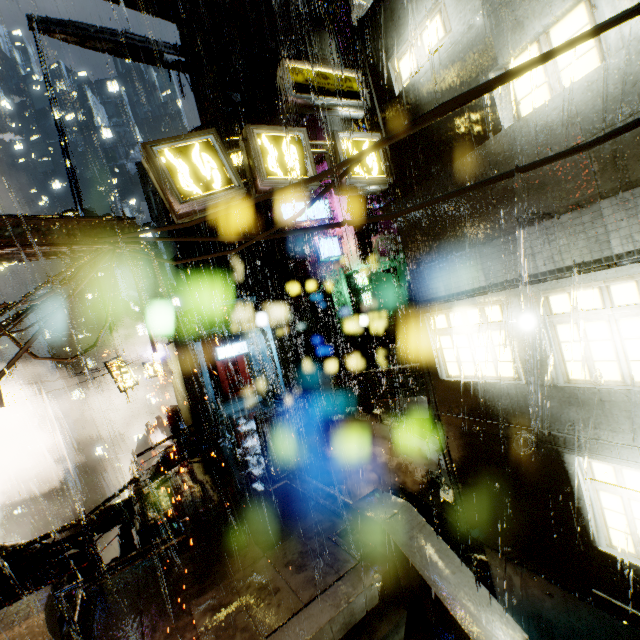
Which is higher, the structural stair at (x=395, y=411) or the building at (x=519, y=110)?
the building at (x=519, y=110)

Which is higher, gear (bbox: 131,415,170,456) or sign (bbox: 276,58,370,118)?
sign (bbox: 276,58,370,118)

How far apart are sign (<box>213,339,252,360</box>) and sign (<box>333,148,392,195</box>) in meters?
19.1 m

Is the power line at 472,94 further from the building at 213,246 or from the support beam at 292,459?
the support beam at 292,459

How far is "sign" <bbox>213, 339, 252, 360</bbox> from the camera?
24.6 meters

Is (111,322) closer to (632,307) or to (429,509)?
(429,509)

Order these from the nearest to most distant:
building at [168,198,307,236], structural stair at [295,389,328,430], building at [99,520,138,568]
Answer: building at [99,520,138,568]
structural stair at [295,389,328,430]
building at [168,198,307,236]

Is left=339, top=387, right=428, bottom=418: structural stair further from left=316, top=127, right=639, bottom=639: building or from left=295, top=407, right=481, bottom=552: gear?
left=295, top=407, right=481, bottom=552: gear
